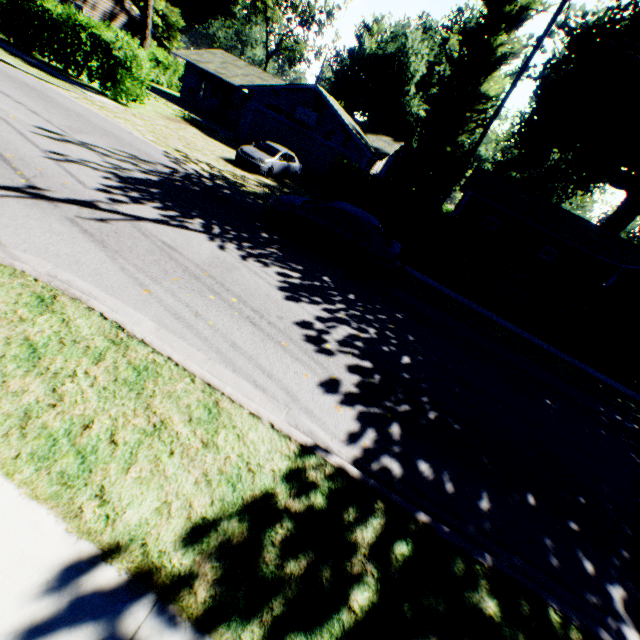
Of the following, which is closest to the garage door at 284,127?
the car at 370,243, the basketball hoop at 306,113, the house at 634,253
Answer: the basketball hoop at 306,113

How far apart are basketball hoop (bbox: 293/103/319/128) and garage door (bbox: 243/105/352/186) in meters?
0.5 m

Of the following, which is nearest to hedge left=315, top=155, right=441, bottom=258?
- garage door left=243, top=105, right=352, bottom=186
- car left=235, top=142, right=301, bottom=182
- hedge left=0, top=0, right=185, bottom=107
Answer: car left=235, top=142, right=301, bottom=182

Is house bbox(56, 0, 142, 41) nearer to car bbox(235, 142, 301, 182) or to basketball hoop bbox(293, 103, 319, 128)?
basketball hoop bbox(293, 103, 319, 128)

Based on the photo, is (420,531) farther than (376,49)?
No

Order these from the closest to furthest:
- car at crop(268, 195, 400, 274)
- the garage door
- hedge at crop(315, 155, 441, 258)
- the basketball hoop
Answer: car at crop(268, 195, 400, 274)
hedge at crop(315, 155, 441, 258)
the basketball hoop
the garage door

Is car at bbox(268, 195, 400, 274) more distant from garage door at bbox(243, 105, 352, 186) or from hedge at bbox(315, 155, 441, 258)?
garage door at bbox(243, 105, 352, 186)

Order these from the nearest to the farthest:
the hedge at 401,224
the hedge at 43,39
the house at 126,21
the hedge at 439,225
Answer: the hedge at 439,225, the hedge at 401,224, the hedge at 43,39, the house at 126,21
